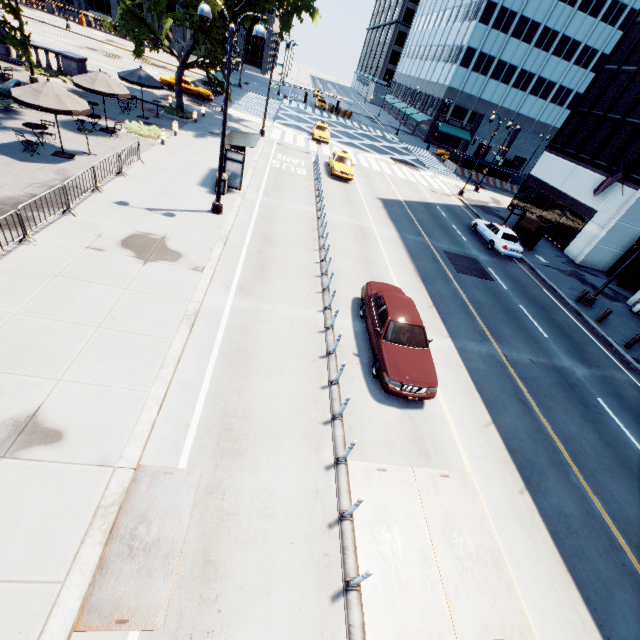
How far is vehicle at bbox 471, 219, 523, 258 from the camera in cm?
2219

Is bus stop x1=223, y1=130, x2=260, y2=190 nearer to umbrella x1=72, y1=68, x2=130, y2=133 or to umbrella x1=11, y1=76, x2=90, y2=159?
umbrella x1=11, y1=76, x2=90, y2=159

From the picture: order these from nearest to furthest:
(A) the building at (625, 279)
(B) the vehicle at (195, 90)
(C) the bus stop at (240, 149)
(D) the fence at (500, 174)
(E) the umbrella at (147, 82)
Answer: (C) the bus stop at (240, 149), (E) the umbrella at (147, 82), (A) the building at (625, 279), (B) the vehicle at (195, 90), (D) the fence at (500, 174)

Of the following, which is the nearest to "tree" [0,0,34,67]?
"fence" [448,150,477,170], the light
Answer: the light

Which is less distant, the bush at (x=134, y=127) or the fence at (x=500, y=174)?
the bush at (x=134, y=127)

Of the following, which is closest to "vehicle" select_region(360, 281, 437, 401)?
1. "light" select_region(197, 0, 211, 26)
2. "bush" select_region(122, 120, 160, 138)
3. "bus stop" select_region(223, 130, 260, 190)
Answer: "light" select_region(197, 0, 211, 26)

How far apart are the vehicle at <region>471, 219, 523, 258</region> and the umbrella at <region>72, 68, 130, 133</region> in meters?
24.8

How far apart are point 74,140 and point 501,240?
26.8 meters
